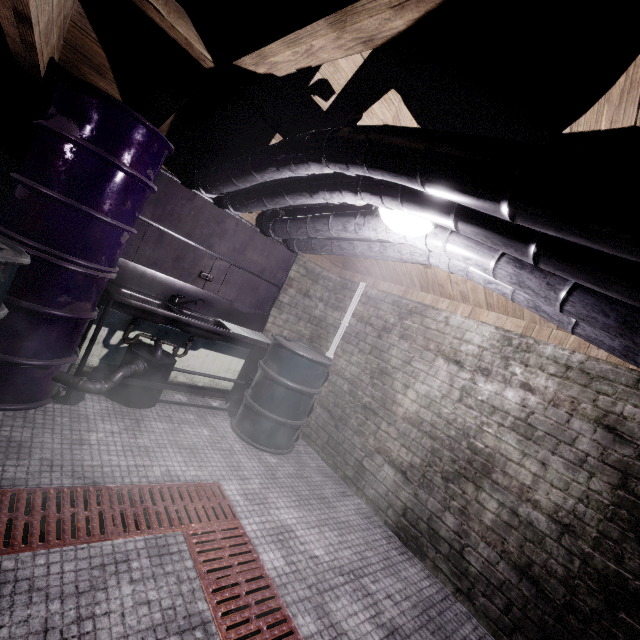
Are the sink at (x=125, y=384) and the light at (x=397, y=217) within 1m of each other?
no

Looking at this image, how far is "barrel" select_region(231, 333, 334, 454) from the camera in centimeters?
310cm

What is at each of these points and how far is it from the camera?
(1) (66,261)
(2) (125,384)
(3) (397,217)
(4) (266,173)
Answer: (1) barrel, 2.0m
(2) sink, 2.7m
(3) light, 1.7m
(4) pipe, 2.0m

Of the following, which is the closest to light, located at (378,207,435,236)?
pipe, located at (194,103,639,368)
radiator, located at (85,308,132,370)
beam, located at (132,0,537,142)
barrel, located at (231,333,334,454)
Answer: pipe, located at (194,103,639,368)

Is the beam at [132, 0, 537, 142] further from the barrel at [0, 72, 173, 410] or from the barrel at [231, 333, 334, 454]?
the barrel at [231, 333, 334, 454]

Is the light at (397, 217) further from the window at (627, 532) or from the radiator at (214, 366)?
the radiator at (214, 366)

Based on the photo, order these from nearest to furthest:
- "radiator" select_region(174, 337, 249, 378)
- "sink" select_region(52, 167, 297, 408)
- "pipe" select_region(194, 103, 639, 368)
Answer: "pipe" select_region(194, 103, 639, 368)
"sink" select_region(52, 167, 297, 408)
"radiator" select_region(174, 337, 249, 378)

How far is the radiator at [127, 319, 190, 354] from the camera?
3.0m
